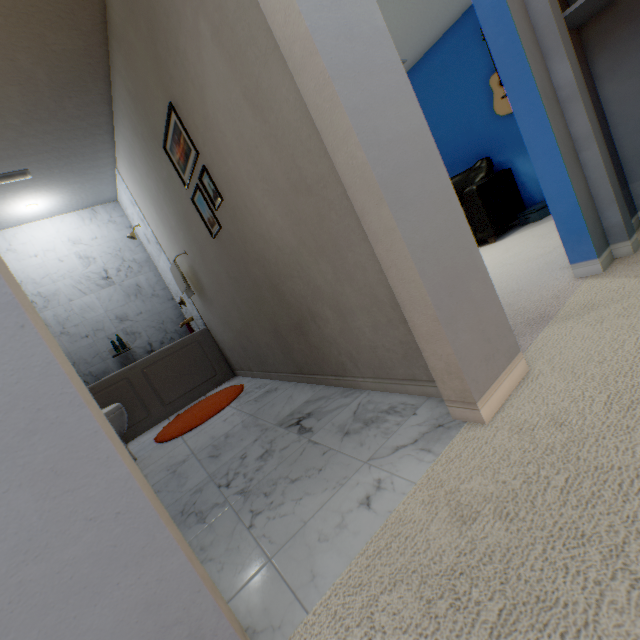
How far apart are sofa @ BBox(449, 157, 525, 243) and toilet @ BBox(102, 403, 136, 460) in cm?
389

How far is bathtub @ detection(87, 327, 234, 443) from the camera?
3.08m

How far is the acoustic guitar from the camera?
3.7 meters

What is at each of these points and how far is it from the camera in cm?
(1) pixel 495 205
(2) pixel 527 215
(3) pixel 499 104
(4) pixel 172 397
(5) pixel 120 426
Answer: (1) sofa, 372
(2) box, 377
(3) acoustic guitar, 376
(4) bathtub, 331
(5) toilet, 232

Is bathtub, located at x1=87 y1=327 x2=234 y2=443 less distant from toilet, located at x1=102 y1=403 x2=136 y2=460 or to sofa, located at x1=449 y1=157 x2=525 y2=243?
toilet, located at x1=102 y1=403 x2=136 y2=460

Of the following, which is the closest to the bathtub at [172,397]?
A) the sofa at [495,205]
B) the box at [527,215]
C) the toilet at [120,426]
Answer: A: the toilet at [120,426]

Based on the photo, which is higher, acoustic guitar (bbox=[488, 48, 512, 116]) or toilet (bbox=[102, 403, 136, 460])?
acoustic guitar (bbox=[488, 48, 512, 116])

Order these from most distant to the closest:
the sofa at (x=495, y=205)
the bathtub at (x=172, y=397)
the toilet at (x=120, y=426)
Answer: the sofa at (x=495, y=205) < the bathtub at (x=172, y=397) < the toilet at (x=120, y=426)
